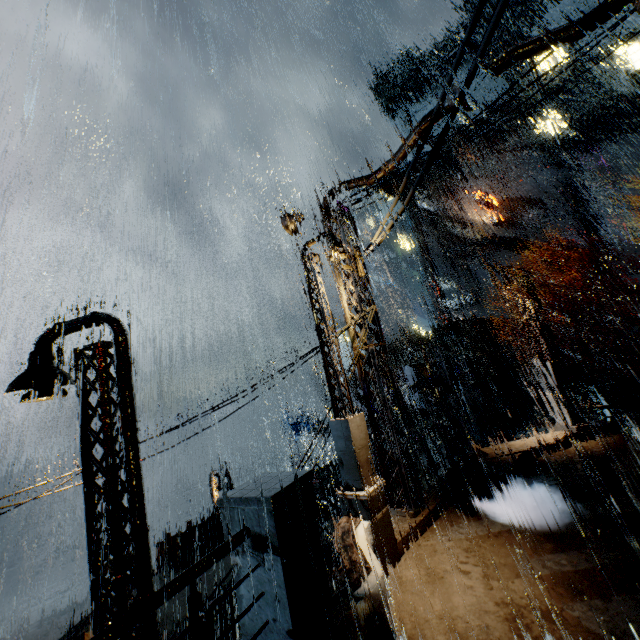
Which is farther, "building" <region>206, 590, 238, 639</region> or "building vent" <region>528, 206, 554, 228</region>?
"building vent" <region>528, 206, 554, 228</region>

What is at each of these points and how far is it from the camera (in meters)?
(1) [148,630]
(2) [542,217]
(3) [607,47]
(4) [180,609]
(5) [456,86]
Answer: (1) street light, 6.17
(2) building vent, 42.31
(3) building, 34.75
(4) building, 13.12
(5) building, 6.82

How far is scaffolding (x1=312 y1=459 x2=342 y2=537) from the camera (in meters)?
10.10

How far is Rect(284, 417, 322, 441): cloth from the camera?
35.2 meters

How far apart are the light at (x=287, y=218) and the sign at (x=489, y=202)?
41.2m

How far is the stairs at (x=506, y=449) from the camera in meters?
12.7 m

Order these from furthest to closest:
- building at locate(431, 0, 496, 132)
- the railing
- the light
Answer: the light < building at locate(431, 0, 496, 132) < the railing

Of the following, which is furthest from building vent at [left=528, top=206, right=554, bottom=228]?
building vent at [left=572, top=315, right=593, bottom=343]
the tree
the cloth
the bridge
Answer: the bridge
